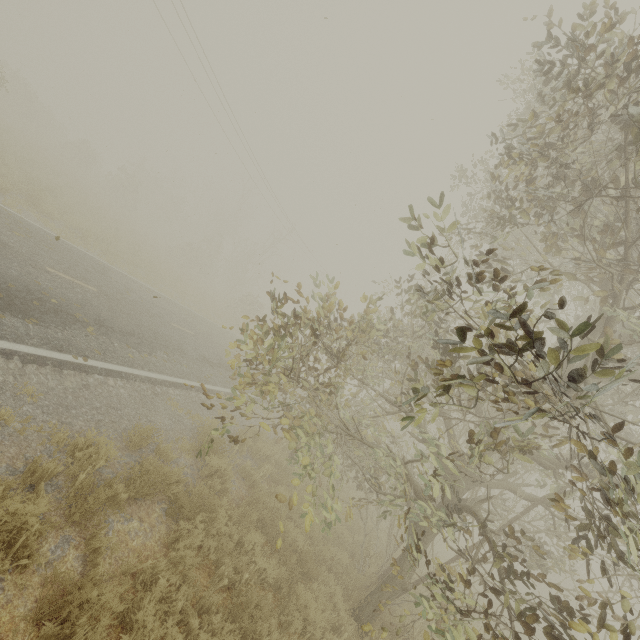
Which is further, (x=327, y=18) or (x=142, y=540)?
(x=327, y=18)

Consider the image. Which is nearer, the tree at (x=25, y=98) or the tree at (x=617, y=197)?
the tree at (x=617, y=197)

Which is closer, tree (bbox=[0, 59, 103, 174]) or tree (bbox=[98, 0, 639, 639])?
tree (bbox=[98, 0, 639, 639])
